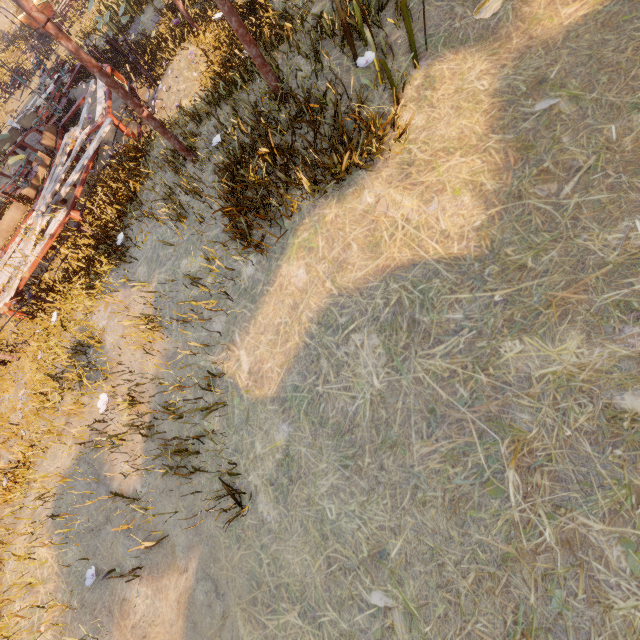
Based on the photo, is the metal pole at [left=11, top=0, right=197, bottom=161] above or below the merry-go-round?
above

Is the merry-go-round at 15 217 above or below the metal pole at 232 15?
below

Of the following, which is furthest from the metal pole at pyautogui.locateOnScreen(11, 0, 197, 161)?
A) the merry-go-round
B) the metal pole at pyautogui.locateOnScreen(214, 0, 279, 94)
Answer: the merry-go-round

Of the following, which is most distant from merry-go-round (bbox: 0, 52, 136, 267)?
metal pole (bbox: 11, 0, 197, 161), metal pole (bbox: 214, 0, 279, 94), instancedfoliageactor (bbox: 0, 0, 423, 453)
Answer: metal pole (bbox: 214, 0, 279, 94)

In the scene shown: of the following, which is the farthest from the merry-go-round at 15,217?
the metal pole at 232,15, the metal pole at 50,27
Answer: the metal pole at 232,15

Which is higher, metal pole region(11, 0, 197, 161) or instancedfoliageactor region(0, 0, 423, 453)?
metal pole region(11, 0, 197, 161)

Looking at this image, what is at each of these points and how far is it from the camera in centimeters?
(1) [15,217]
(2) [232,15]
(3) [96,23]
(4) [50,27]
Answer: (1) merry-go-round, 952cm
(2) metal pole, 414cm
(3) instancedfoliageactor, 1557cm
(4) metal pole, 411cm
